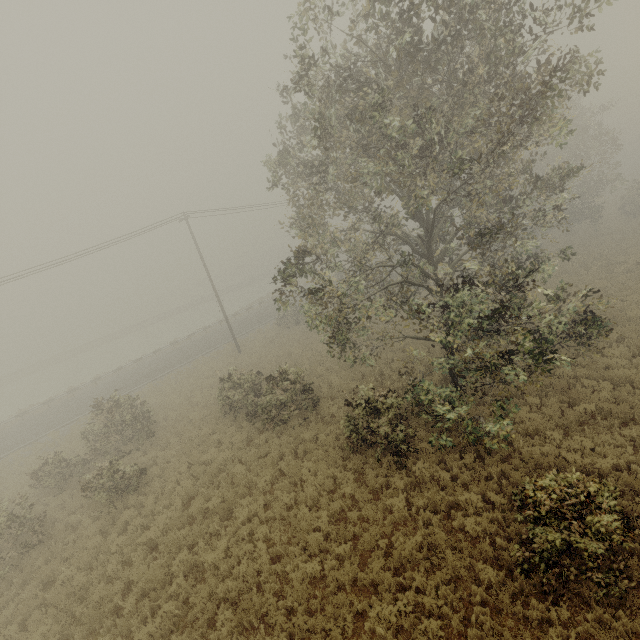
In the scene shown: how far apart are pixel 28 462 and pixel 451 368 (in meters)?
26.05
